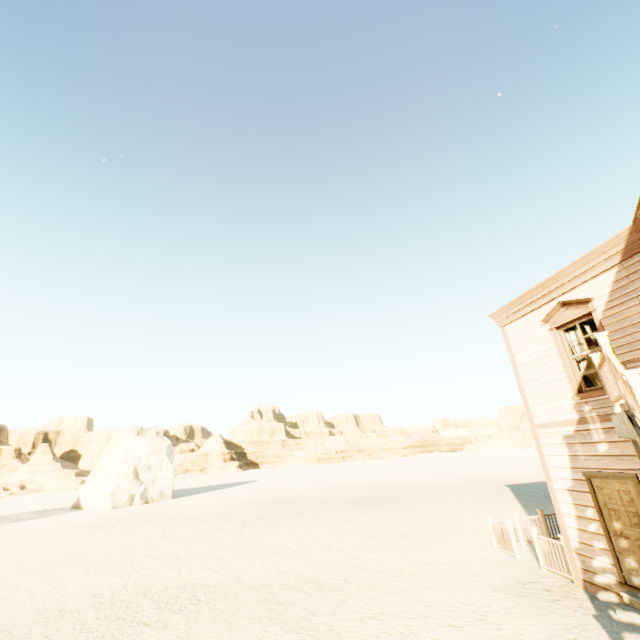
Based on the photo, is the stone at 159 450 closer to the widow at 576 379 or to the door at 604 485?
the door at 604 485

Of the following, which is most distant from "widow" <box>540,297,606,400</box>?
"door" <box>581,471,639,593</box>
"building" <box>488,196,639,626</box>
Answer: "door" <box>581,471,639,593</box>

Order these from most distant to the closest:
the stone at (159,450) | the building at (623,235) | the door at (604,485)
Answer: the stone at (159,450)
the door at (604,485)
the building at (623,235)

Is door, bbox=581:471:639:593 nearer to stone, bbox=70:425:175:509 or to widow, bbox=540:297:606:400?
widow, bbox=540:297:606:400

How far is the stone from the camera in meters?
28.3 m

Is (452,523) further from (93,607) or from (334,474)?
(334,474)

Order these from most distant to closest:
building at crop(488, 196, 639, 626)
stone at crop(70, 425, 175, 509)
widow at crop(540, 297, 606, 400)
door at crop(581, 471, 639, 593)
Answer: stone at crop(70, 425, 175, 509) → widow at crop(540, 297, 606, 400) → door at crop(581, 471, 639, 593) → building at crop(488, 196, 639, 626)

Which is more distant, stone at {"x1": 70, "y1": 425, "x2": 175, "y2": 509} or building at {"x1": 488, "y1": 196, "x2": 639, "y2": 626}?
stone at {"x1": 70, "y1": 425, "x2": 175, "y2": 509}
